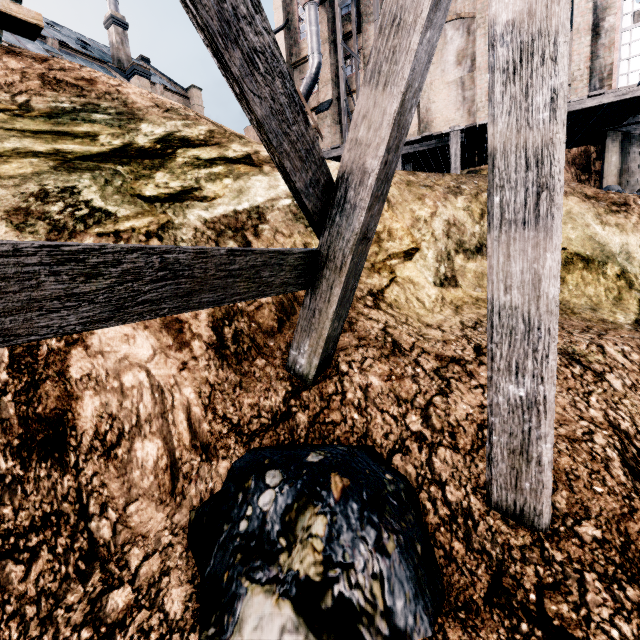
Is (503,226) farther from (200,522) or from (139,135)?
(139,135)

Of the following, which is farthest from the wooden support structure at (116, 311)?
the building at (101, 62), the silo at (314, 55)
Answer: the building at (101, 62)

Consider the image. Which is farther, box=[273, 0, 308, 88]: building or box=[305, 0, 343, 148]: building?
box=[273, 0, 308, 88]: building

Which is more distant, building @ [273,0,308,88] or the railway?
building @ [273,0,308,88]

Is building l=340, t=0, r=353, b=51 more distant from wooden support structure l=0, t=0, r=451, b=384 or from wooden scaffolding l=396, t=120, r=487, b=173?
wooden support structure l=0, t=0, r=451, b=384

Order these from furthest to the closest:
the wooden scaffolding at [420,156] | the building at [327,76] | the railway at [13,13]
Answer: the building at [327,76], the wooden scaffolding at [420,156], the railway at [13,13]

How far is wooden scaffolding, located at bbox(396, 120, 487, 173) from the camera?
12.76m
